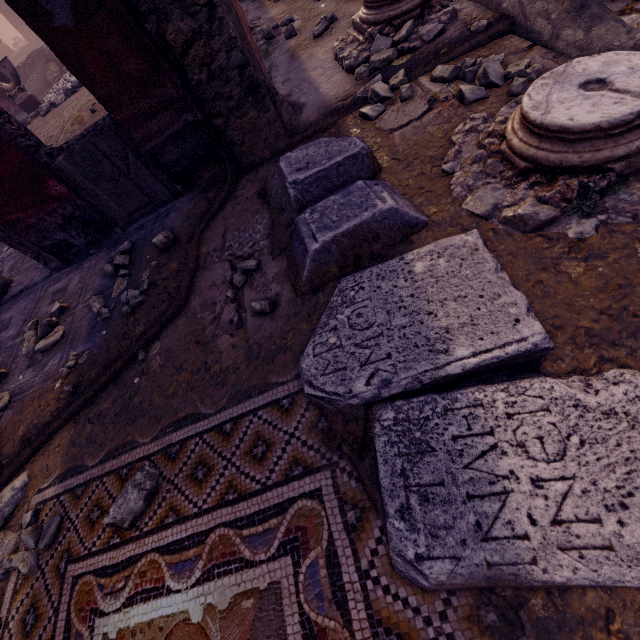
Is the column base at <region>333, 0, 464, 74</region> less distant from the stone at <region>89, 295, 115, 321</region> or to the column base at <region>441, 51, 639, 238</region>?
the column base at <region>441, 51, 639, 238</region>

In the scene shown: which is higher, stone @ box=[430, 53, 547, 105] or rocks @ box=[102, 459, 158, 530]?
rocks @ box=[102, 459, 158, 530]

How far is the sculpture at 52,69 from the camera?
12.2m

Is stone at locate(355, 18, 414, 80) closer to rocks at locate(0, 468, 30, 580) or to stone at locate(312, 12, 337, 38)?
stone at locate(312, 12, 337, 38)

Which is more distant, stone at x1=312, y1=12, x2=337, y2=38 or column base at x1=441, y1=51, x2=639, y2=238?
stone at x1=312, y1=12, x2=337, y2=38

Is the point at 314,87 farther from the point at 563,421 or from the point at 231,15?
the point at 563,421

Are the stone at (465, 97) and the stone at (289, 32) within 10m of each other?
yes

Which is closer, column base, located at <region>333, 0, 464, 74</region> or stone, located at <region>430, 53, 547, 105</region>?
stone, located at <region>430, 53, 547, 105</region>
